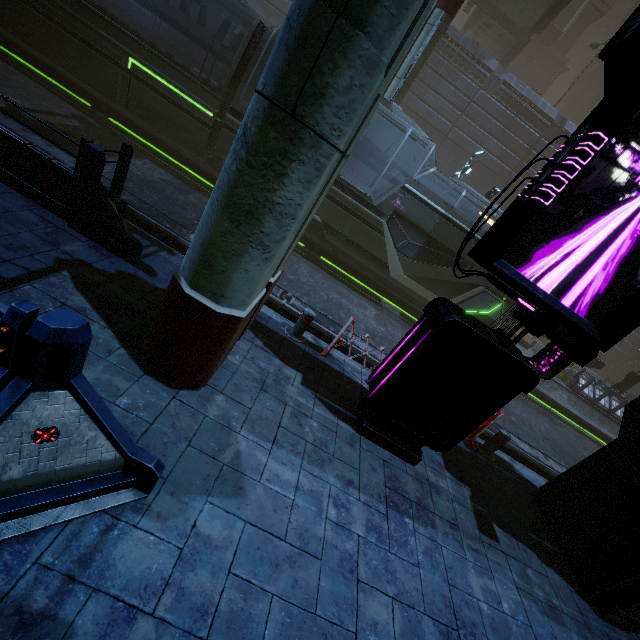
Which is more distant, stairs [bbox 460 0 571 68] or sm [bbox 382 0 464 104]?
stairs [bbox 460 0 571 68]

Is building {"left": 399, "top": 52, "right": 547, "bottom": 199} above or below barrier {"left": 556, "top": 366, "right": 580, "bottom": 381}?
above

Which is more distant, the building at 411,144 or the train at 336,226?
the building at 411,144

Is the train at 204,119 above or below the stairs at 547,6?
below

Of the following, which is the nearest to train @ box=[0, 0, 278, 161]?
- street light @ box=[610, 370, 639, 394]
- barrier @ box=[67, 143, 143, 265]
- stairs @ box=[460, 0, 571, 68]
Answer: barrier @ box=[67, 143, 143, 265]

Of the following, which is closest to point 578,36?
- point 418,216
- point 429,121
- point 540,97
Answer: point 540,97

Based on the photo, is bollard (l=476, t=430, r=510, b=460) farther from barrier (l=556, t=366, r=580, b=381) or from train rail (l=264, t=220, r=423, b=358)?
barrier (l=556, t=366, r=580, b=381)

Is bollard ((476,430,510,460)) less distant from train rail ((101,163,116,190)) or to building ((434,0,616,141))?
train rail ((101,163,116,190))
